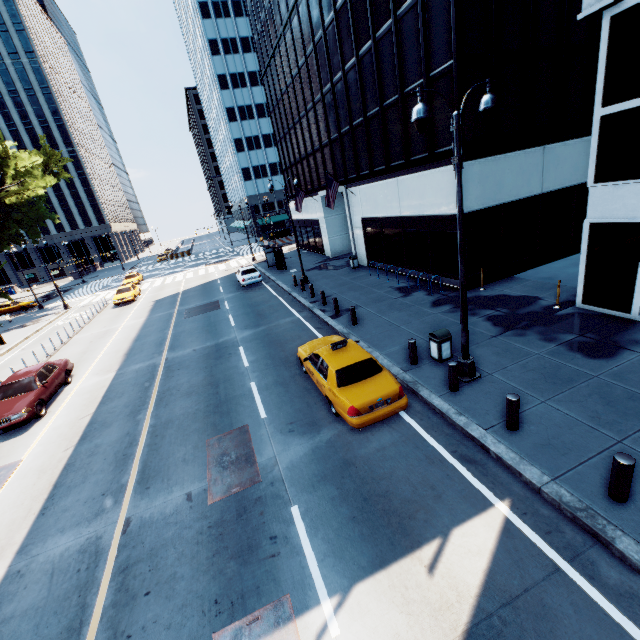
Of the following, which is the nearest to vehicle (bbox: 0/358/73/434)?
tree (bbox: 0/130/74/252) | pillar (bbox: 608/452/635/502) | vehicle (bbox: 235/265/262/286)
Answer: vehicle (bbox: 235/265/262/286)

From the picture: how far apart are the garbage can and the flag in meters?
15.5 m

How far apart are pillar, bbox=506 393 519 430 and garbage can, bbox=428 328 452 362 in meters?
3.1 m

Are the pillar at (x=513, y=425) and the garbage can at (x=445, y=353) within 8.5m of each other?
yes

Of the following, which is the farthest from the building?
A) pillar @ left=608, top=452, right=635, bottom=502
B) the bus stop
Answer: pillar @ left=608, top=452, right=635, bottom=502

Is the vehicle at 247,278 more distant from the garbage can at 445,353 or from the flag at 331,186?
the garbage can at 445,353

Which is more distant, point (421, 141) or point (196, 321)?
point (196, 321)

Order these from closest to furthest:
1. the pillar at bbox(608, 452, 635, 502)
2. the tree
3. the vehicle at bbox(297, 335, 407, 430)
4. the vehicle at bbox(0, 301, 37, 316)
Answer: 1. the pillar at bbox(608, 452, 635, 502)
2. the vehicle at bbox(297, 335, 407, 430)
3. the tree
4. the vehicle at bbox(0, 301, 37, 316)
